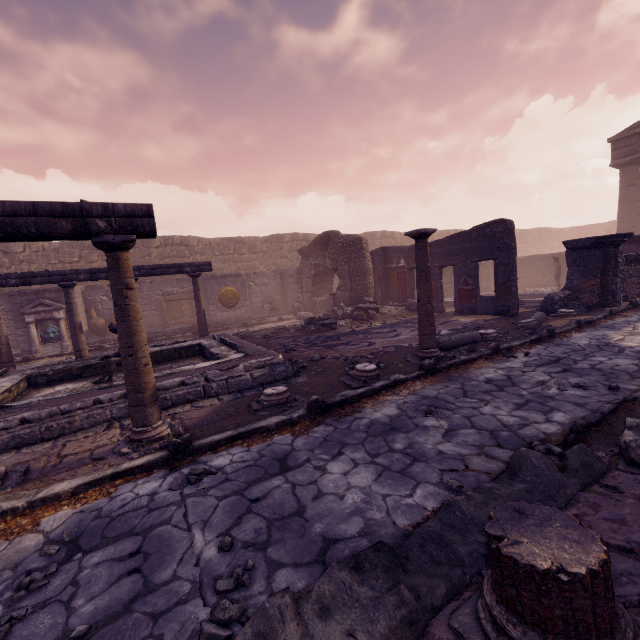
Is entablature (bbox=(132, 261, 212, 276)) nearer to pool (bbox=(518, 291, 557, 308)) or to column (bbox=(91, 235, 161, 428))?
column (bbox=(91, 235, 161, 428))

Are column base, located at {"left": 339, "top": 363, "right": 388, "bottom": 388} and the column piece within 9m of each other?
yes

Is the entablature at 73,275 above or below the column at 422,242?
above

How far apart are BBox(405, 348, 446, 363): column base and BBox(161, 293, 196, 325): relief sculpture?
12.6m

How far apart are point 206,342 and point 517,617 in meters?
8.2

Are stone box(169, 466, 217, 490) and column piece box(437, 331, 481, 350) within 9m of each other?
yes

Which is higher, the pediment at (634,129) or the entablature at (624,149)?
the pediment at (634,129)

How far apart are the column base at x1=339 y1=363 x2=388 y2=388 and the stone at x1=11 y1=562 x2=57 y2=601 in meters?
3.8
